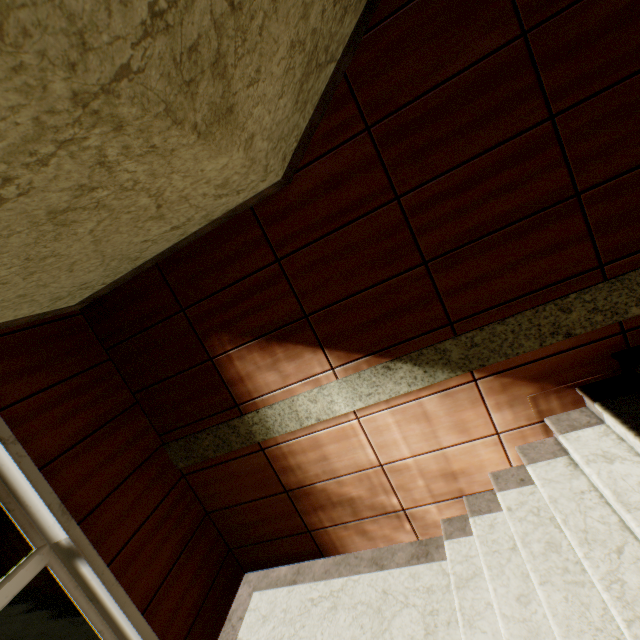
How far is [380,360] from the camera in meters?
2.6

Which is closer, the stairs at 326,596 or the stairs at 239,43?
the stairs at 239,43

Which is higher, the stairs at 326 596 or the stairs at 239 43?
the stairs at 239 43

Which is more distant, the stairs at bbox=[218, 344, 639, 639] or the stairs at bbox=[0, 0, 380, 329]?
the stairs at bbox=[218, 344, 639, 639]

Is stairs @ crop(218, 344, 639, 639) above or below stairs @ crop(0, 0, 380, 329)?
below
